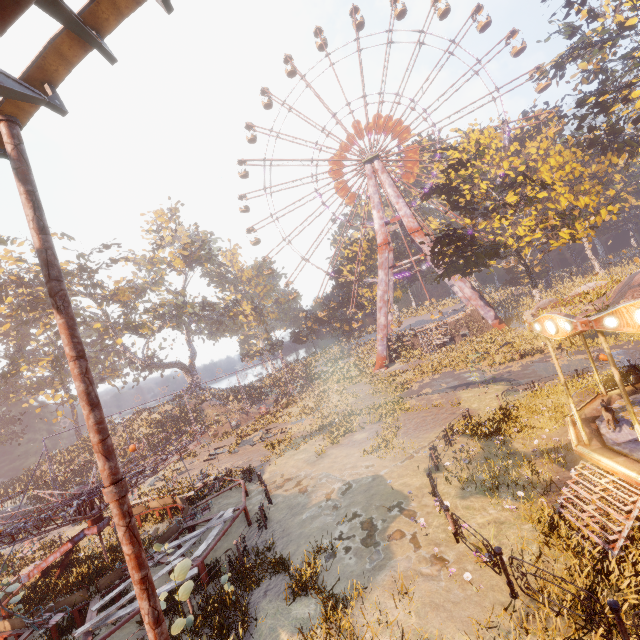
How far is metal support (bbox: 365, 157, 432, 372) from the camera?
40.9m

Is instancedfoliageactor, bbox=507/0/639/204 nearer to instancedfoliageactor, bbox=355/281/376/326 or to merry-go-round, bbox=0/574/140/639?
merry-go-round, bbox=0/574/140/639

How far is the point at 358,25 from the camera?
44.56m

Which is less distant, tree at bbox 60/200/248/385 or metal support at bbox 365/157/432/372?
tree at bbox 60/200/248/385

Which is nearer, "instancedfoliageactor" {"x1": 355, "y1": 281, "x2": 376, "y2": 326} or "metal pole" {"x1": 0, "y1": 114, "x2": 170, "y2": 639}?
"metal pole" {"x1": 0, "y1": 114, "x2": 170, "y2": 639}

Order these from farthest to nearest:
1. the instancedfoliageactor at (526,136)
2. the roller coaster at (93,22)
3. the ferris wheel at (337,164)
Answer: the ferris wheel at (337,164)
the instancedfoliageactor at (526,136)
the roller coaster at (93,22)

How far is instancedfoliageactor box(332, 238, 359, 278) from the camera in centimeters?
5469cm

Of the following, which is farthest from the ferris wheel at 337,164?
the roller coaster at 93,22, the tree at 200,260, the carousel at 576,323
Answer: the roller coaster at 93,22
